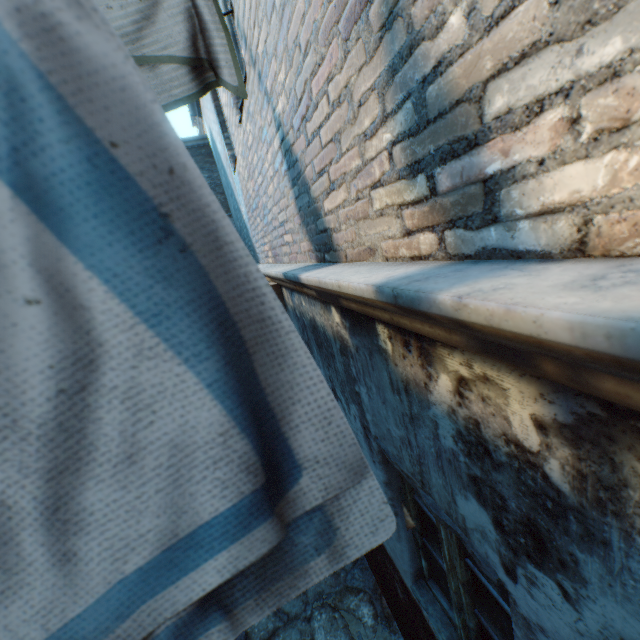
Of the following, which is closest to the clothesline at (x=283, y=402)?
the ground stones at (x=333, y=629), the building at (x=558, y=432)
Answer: the building at (x=558, y=432)

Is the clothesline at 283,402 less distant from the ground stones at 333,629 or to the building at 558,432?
the building at 558,432

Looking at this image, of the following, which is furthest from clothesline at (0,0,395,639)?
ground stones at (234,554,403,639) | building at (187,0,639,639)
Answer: ground stones at (234,554,403,639)

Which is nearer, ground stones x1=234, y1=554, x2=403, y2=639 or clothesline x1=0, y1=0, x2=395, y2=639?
clothesline x1=0, y1=0, x2=395, y2=639

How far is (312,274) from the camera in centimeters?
149cm

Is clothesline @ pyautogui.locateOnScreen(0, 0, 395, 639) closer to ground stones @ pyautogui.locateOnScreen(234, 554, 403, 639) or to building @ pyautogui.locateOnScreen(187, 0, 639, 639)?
building @ pyautogui.locateOnScreen(187, 0, 639, 639)

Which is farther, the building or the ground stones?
the ground stones
